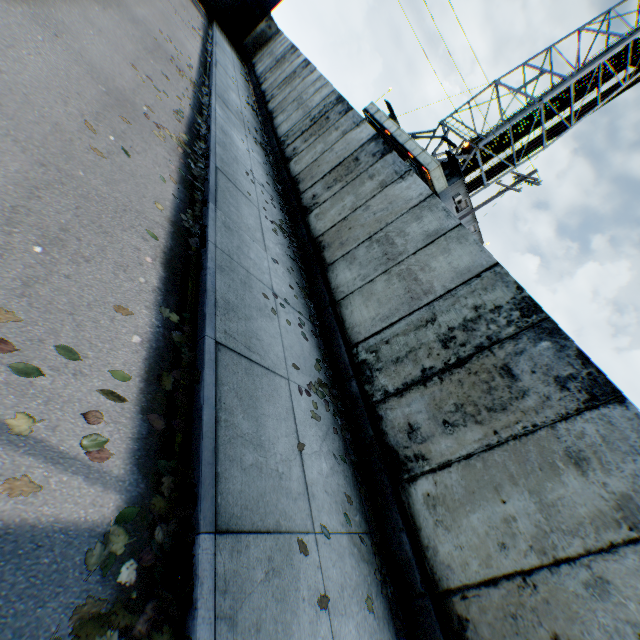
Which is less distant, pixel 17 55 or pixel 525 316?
pixel 17 55

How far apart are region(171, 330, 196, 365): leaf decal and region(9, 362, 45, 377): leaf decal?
0.8 meters

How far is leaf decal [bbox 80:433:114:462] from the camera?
2.17m

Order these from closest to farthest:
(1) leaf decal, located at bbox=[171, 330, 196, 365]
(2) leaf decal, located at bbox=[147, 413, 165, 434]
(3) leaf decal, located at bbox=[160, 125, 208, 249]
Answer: (2) leaf decal, located at bbox=[147, 413, 165, 434], (1) leaf decal, located at bbox=[171, 330, 196, 365], (3) leaf decal, located at bbox=[160, 125, 208, 249]

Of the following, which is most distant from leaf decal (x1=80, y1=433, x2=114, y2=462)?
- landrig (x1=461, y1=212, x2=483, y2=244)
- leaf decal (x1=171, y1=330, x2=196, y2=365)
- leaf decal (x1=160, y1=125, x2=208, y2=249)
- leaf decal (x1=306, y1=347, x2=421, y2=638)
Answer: landrig (x1=461, y1=212, x2=483, y2=244)

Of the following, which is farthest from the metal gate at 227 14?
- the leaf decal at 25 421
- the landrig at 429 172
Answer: the leaf decal at 25 421

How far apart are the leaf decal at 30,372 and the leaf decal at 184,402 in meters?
0.8 m
